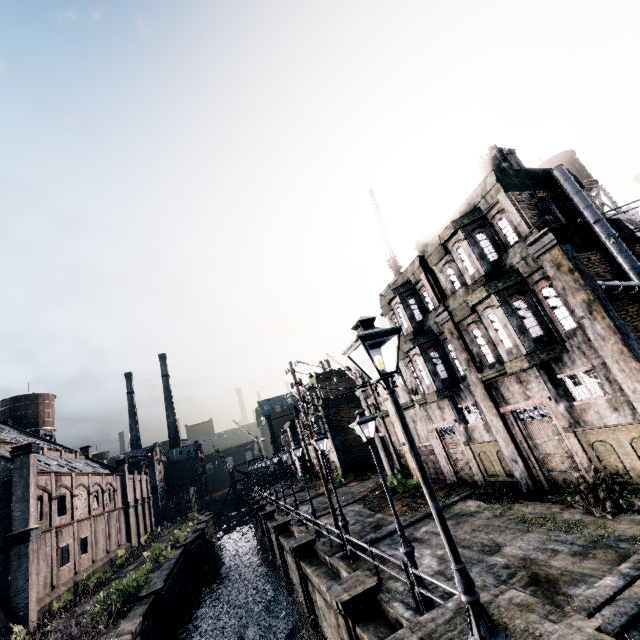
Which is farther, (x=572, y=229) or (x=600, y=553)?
(x=572, y=229)

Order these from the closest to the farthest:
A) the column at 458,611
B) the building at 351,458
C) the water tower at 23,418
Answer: the column at 458,611, the building at 351,458, the water tower at 23,418

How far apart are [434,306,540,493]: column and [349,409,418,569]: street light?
8.7 meters

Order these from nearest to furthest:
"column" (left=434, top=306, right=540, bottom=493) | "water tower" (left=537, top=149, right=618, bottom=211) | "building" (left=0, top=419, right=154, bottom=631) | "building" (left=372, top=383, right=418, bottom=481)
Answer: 1. "column" (left=434, top=306, right=540, bottom=493)
2. "building" (left=0, top=419, right=154, bottom=631)
3. "building" (left=372, top=383, right=418, bottom=481)
4. "water tower" (left=537, top=149, right=618, bottom=211)

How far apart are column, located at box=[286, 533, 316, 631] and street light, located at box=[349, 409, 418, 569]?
10.5m

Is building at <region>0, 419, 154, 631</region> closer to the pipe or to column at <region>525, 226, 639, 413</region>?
column at <region>525, 226, 639, 413</region>

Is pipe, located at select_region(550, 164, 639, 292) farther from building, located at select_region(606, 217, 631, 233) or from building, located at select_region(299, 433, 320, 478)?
building, located at select_region(299, 433, 320, 478)

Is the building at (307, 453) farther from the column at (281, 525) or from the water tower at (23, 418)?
the water tower at (23, 418)
